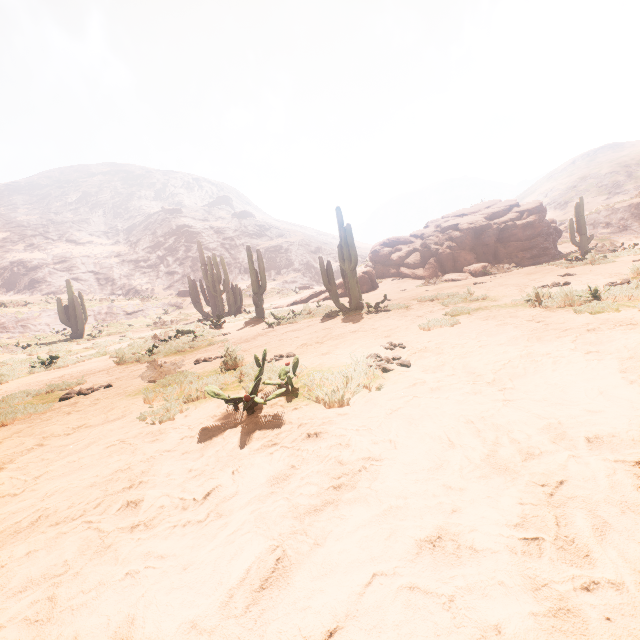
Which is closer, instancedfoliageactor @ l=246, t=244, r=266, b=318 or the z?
the z

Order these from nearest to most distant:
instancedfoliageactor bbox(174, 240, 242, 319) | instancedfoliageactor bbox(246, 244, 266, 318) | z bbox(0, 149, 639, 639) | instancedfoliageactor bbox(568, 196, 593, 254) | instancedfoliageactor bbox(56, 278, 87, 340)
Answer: z bbox(0, 149, 639, 639), instancedfoliageactor bbox(246, 244, 266, 318), instancedfoliageactor bbox(568, 196, 593, 254), instancedfoliageactor bbox(174, 240, 242, 319), instancedfoliageactor bbox(56, 278, 87, 340)

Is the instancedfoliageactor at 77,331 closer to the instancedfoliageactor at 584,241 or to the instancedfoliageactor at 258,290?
the instancedfoliageactor at 258,290

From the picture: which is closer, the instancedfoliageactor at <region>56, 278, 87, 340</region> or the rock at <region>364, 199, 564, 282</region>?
the rock at <region>364, 199, 564, 282</region>

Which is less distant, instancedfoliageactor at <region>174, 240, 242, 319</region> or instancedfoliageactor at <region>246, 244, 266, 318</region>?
instancedfoliageactor at <region>246, 244, 266, 318</region>

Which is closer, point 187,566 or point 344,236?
point 187,566

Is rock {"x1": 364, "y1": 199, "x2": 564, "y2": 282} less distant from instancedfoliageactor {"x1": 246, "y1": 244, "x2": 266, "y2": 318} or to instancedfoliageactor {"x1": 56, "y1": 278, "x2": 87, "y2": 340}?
instancedfoliageactor {"x1": 246, "y1": 244, "x2": 266, "y2": 318}

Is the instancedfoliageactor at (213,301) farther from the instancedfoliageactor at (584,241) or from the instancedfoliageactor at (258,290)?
the instancedfoliageactor at (584,241)
